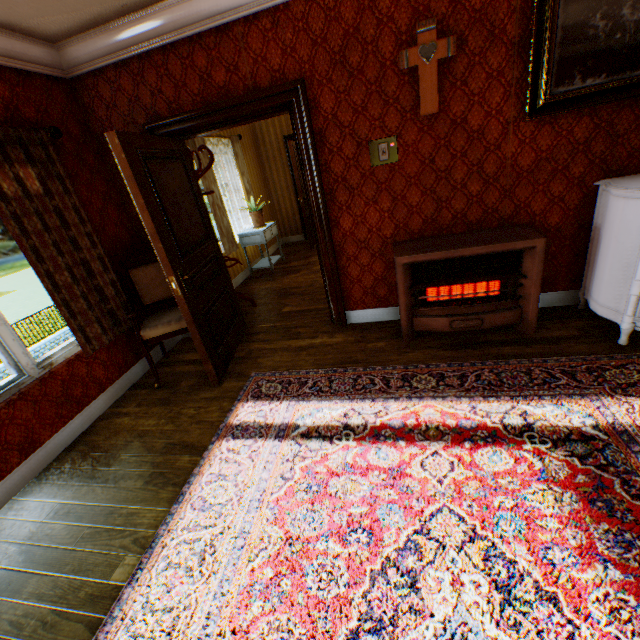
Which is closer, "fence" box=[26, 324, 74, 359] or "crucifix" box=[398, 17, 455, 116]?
"crucifix" box=[398, 17, 455, 116]

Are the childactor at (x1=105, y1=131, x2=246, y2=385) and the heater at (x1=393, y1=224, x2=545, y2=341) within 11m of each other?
yes

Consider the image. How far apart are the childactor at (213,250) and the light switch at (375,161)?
1.8m

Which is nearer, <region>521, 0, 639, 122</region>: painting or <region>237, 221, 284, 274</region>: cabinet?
<region>521, 0, 639, 122</region>: painting

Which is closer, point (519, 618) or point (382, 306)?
point (519, 618)

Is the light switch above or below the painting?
below

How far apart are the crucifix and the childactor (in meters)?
2.13

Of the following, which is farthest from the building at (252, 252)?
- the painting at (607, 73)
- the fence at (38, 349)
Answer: the fence at (38, 349)
